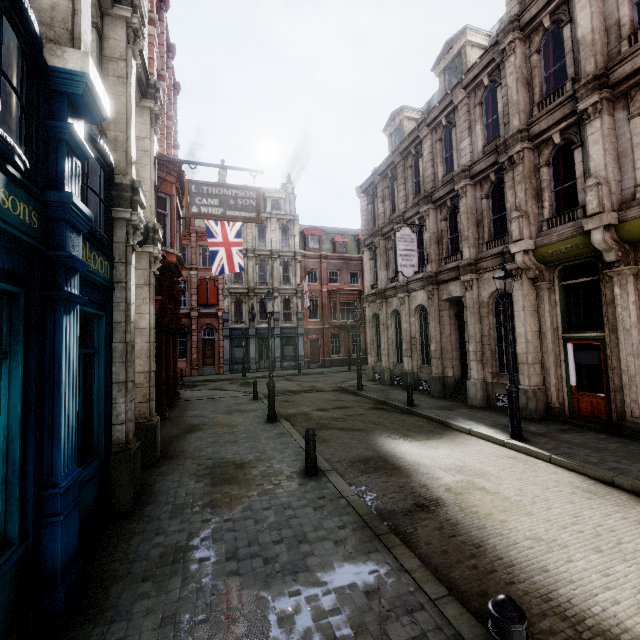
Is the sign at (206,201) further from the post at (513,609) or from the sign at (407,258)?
the sign at (407,258)

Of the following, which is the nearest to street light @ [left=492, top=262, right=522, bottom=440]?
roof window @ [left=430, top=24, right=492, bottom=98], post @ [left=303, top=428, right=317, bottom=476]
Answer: post @ [left=303, top=428, right=317, bottom=476]

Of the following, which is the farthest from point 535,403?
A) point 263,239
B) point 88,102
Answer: point 263,239

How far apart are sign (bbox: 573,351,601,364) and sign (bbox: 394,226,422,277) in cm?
714

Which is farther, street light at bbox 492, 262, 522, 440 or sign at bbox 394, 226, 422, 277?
sign at bbox 394, 226, 422, 277

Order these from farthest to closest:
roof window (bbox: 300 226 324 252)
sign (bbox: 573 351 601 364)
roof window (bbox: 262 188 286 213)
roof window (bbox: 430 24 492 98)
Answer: roof window (bbox: 300 226 324 252) → roof window (bbox: 262 188 286 213) → roof window (bbox: 430 24 492 98) → sign (bbox: 573 351 601 364)

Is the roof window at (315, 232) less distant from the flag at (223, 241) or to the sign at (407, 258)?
the flag at (223, 241)

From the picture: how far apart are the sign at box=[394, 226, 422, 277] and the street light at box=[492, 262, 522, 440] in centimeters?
625cm
